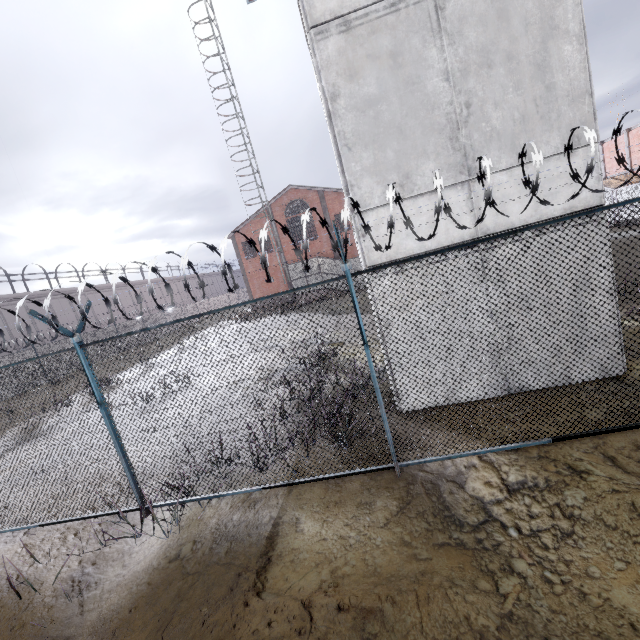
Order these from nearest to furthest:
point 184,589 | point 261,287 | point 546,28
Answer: point 184,589 < point 546,28 < point 261,287

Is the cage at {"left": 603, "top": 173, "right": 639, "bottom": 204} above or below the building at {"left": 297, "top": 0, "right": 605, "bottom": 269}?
below

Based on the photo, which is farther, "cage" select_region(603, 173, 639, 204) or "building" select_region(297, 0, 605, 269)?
"cage" select_region(603, 173, 639, 204)

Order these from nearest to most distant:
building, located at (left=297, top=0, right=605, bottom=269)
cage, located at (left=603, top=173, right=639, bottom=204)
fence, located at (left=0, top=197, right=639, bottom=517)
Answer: A: fence, located at (left=0, top=197, right=639, bottom=517) < building, located at (left=297, top=0, right=605, bottom=269) < cage, located at (left=603, top=173, right=639, bottom=204)

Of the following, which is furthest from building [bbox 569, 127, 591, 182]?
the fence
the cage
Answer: the cage

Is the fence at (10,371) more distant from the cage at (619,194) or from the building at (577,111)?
the cage at (619,194)
